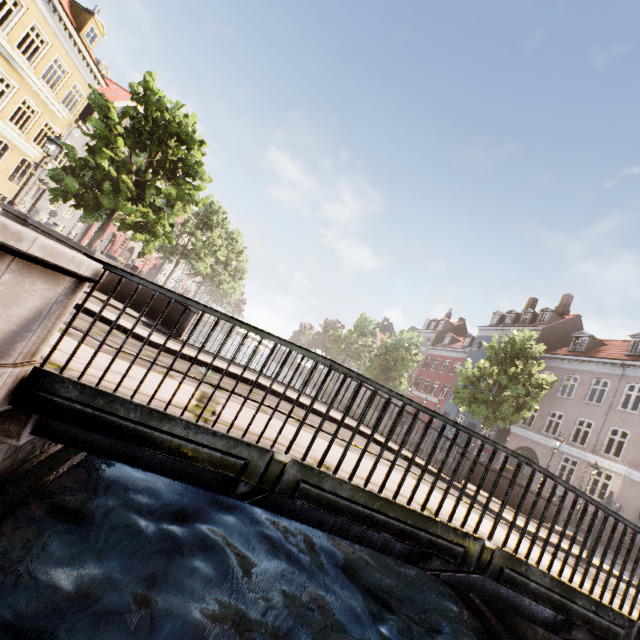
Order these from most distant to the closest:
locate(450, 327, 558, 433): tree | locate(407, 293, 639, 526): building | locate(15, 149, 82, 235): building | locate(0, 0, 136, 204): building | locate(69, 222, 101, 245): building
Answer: locate(69, 222, 101, 245): building → locate(15, 149, 82, 235): building → locate(407, 293, 639, 526): building → locate(450, 327, 558, 433): tree → locate(0, 0, 136, 204): building

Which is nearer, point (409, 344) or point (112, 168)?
point (112, 168)

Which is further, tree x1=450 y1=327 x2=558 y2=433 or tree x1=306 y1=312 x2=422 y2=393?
tree x1=306 y1=312 x2=422 y2=393

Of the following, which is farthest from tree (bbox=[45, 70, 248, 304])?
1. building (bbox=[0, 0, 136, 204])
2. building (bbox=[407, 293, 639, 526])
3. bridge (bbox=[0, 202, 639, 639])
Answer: building (bbox=[0, 0, 136, 204])

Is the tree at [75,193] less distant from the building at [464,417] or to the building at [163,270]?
the building at [464,417]

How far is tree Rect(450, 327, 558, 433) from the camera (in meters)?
17.08

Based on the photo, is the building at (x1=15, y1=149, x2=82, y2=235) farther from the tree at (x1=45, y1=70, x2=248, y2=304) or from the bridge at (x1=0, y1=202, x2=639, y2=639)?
the bridge at (x1=0, y1=202, x2=639, y2=639)
